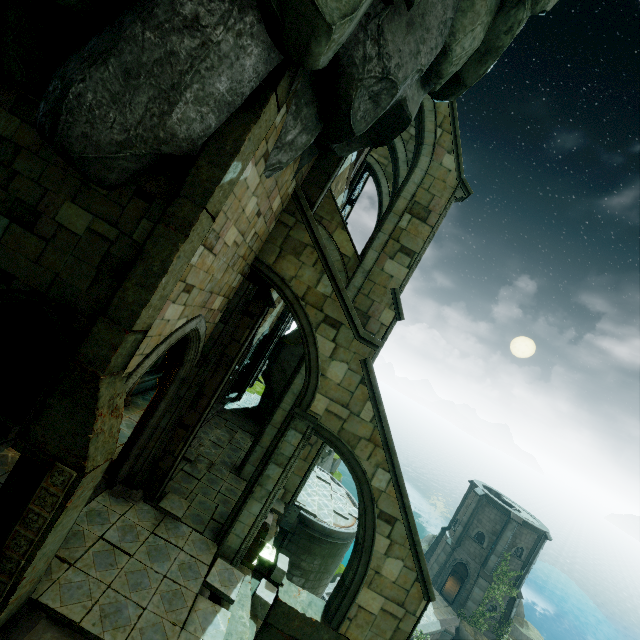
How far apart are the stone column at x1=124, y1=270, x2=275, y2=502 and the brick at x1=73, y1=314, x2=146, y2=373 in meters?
3.5

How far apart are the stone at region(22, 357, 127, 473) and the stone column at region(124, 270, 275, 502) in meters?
3.3

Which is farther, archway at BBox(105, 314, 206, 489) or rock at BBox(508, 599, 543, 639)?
rock at BBox(508, 599, 543, 639)

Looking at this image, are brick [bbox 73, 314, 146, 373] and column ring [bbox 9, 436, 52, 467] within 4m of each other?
yes

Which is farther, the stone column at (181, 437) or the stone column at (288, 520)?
the stone column at (288, 520)

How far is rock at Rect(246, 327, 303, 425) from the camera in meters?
19.8 m

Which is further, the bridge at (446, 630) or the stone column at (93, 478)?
the bridge at (446, 630)

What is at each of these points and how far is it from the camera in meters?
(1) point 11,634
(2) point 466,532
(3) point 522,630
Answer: (1) wall trim, 5.4
(2) building, 29.9
(3) rock, 29.8
